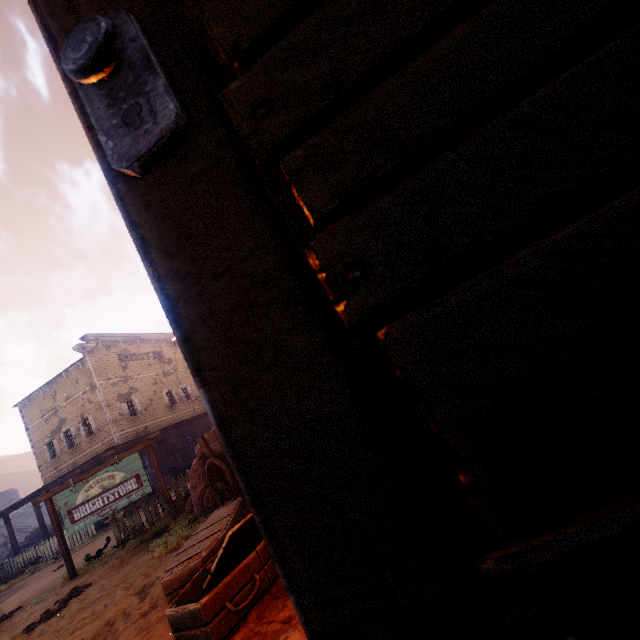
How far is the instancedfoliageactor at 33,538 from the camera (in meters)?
25.69

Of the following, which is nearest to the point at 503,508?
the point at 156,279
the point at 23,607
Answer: the point at 156,279

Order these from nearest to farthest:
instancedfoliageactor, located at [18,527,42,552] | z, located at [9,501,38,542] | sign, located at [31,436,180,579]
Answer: sign, located at [31,436,180,579] → instancedfoliageactor, located at [18,527,42,552] → z, located at [9,501,38,542]

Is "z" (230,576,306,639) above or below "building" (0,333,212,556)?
below

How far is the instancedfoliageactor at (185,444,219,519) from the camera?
7.15m

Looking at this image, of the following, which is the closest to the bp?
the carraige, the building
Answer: the building

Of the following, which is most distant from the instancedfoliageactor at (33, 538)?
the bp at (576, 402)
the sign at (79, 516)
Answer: the bp at (576, 402)

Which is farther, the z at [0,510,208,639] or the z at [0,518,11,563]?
the z at [0,518,11,563]
